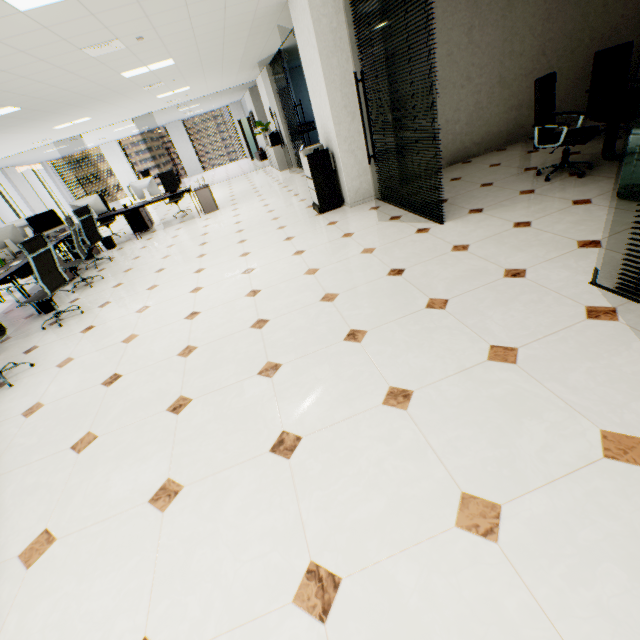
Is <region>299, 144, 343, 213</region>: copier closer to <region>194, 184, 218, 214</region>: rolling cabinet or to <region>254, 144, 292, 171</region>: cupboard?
<region>194, 184, 218, 214</region>: rolling cabinet

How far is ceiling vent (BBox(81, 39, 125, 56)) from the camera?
4.27m

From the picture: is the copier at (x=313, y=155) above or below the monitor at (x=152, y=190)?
below

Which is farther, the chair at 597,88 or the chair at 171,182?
the chair at 171,182

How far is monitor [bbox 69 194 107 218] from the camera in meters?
7.7

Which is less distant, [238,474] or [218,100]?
[238,474]

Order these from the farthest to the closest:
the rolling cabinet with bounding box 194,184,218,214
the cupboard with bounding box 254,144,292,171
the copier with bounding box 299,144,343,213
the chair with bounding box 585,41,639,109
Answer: the cupboard with bounding box 254,144,292,171
the rolling cabinet with bounding box 194,184,218,214
the copier with bounding box 299,144,343,213
the chair with bounding box 585,41,639,109

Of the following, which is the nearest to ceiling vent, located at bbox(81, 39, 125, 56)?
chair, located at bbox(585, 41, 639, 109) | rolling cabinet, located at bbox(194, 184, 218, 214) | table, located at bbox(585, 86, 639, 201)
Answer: rolling cabinet, located at bbox(194, 184, 218, 214)
